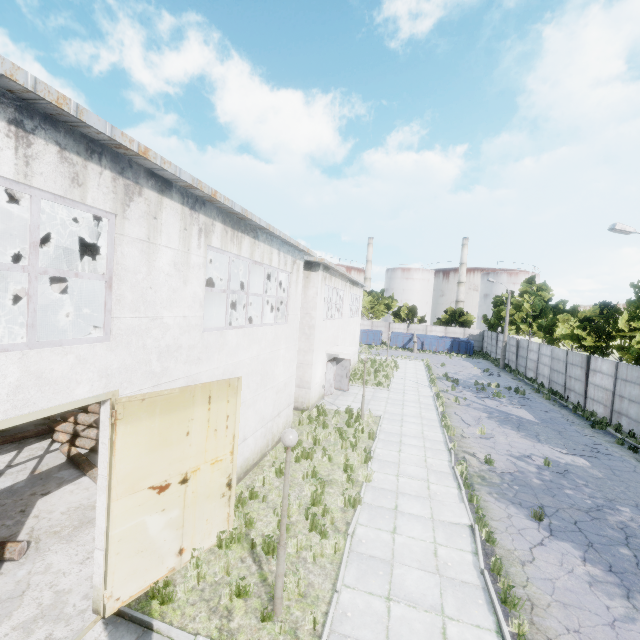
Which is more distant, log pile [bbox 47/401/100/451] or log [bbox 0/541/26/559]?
log pile [bbox 47/401/100/451]

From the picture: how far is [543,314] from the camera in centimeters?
3875cm

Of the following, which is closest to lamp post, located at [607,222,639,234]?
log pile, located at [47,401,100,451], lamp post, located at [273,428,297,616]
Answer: lamp post, located at [273,428,297,616]

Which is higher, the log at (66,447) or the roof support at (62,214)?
the roof support at (62,214)

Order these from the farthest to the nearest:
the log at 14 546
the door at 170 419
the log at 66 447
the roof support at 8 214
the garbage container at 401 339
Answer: the garbage container at 401 339 → the log at 66 447 → the roof support at 8 214 → the log at 14 546 → the door at 170 419

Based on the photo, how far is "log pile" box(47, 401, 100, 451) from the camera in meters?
11.1

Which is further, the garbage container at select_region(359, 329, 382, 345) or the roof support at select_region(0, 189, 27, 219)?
the garbage container at select_region(359, 329, 382, 345)

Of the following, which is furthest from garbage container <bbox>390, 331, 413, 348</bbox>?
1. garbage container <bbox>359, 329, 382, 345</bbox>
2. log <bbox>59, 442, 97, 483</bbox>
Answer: log <bbox>59, 442, 97, 483</bbox>
